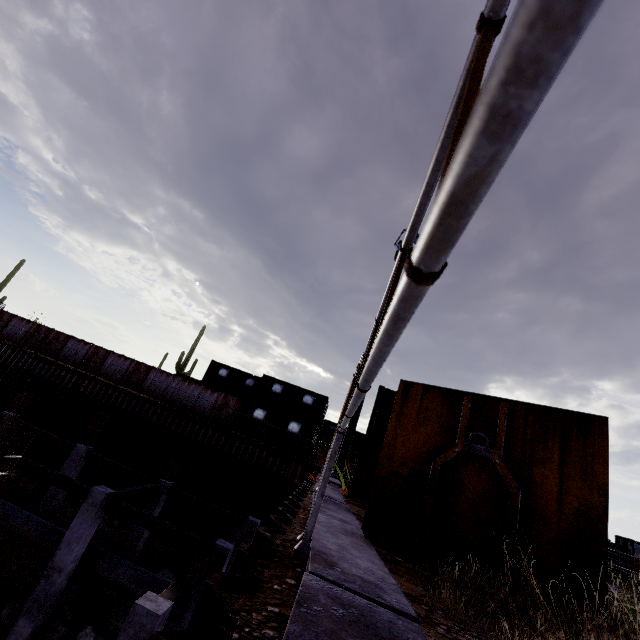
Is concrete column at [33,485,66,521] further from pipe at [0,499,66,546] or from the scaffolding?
the scaffolding

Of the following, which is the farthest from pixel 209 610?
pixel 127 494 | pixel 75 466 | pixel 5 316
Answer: pixel 5 316

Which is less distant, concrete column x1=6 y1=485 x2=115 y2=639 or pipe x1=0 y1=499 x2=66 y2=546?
concrete column x1=6 y1=485 x2=115 y2=639

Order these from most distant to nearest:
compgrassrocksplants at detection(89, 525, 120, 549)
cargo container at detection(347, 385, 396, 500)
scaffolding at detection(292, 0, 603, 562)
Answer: compgrassrocksplants at detection(89, 525, 120, 549), cargo container at detection(347, 385, 396, 500), scaffolding at detection(292, 0, 603, 562)

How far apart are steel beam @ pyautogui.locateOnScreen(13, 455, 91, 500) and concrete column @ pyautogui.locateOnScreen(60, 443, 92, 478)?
4.5m

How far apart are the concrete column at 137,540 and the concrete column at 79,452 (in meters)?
4.33

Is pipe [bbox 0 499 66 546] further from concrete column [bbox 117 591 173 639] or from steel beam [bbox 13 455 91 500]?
concrete column [bbox 117 591 173 639]

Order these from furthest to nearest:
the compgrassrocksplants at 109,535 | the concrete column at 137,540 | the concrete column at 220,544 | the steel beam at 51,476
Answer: the compgrassrocksplants at 109,535 → the concrete column at 137,540 → the steel beam at 51,476 → the concrete column at 220,544
